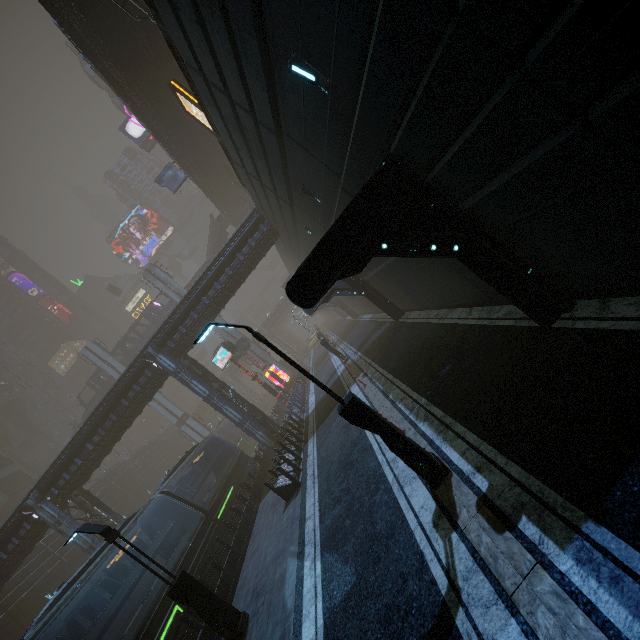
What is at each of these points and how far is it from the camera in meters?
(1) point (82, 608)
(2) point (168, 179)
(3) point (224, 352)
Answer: (1) train, 11.5
(2) sign, 35.1
(3) sign, 30.8

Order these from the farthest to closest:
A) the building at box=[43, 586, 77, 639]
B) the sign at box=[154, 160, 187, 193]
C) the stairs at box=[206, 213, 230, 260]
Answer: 1. the stairs at box=[206, 213, 230, 260]
2. the sign at box=[154, 160, 187, 193]
3. the building at box=[43, 586, 77, 639]

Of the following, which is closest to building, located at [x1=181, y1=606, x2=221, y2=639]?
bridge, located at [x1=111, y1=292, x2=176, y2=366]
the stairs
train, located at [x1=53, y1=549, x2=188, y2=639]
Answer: train, located at [x1=53, y1=549, x2=188, y2=639]

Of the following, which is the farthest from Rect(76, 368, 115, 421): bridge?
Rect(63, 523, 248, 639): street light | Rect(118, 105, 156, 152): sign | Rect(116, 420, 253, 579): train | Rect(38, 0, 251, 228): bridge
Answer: Rect(63, 523, 248, 639): street light

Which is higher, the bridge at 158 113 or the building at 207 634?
the bridge at 158 113

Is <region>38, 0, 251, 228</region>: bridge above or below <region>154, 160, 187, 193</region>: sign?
below

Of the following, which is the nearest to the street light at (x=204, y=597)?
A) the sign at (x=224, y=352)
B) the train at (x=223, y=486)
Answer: the train at (x=223, y=486)

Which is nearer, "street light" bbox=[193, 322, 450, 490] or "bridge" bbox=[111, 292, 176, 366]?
"street light" bbox=[193, 322, 450, 490]
